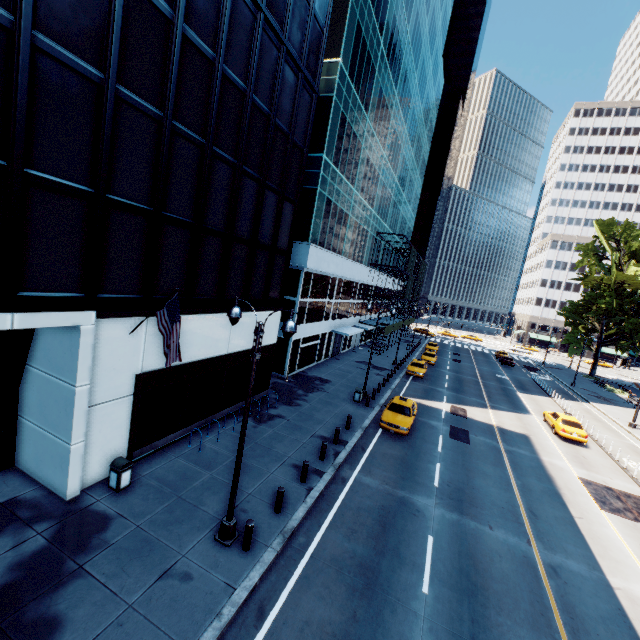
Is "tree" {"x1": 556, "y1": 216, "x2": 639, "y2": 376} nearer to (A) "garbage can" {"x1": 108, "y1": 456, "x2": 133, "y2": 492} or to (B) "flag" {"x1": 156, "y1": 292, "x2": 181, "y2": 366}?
(B) "flag" {"x1": 156, "y1": 292, "x2": 181, "y2": 366}

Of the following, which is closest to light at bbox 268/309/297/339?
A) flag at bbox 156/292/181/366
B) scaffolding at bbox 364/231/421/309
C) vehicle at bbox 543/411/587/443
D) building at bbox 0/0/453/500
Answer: flag at bbox 156/292/181/366

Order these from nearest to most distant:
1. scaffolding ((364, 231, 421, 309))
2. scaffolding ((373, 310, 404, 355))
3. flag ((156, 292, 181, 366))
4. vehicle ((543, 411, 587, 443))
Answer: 1. flag ((156, 292, 181, 366))
2. vehicle ((543, 411, 587, 443))
3. scaffolding ((364, 231, 421, 309))
4. scaffolding ((373, 310, 404, 355))

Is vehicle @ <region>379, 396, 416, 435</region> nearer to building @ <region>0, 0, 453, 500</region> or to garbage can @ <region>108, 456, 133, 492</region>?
building @ <region>0, 0, 453, 500</region>

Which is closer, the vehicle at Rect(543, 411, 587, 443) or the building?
the building

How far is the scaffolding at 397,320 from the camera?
41.7m

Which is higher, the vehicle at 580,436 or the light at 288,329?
the light at 288,329

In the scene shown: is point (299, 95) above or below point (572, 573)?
above
